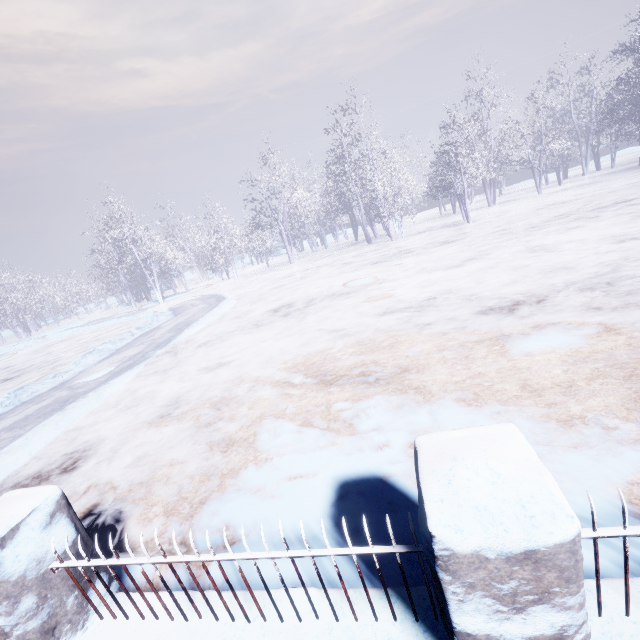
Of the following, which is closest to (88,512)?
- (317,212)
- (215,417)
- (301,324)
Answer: (215,417)
